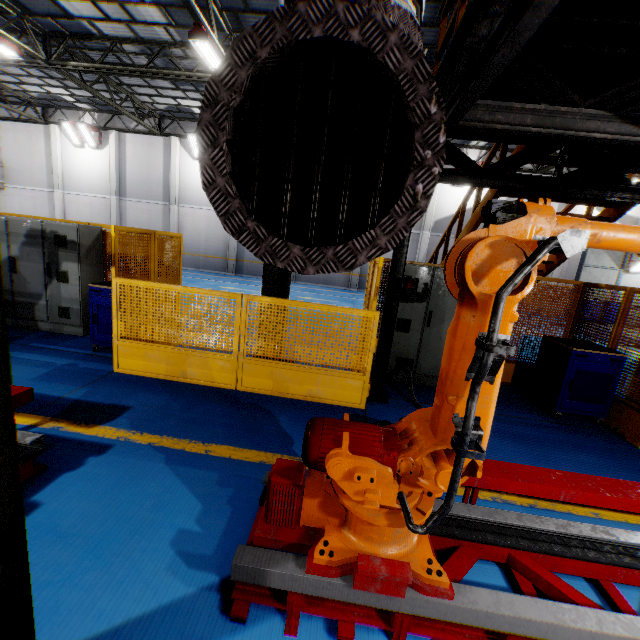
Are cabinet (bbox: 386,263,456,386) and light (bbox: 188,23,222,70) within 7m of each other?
no

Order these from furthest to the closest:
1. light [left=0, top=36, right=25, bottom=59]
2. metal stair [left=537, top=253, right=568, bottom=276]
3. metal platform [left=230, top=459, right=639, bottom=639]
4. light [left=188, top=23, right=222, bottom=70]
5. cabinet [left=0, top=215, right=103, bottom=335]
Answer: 1. light [left=0, top=36, right=25, bottom=59]
2. light [left=188, top=23, right=222, bottom=70]
3. metal stair [left=537, top=253, right=568, bottom=276]
4. cabinet [left=0, top=215, right=103, bottom=335]
5. metal platform [left=230, top=459, right=639, bottom=639]

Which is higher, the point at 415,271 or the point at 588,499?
the point at 415,271

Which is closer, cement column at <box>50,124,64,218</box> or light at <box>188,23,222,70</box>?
light at <box>188,23,222,70</box>

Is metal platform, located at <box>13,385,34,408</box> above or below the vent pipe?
below

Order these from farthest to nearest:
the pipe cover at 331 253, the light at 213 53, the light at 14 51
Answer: the light at 14 51, the light at 213 53, the pipe cover at 331 253

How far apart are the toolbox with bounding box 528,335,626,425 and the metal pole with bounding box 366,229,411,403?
2.7m

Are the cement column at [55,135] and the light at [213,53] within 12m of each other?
no
